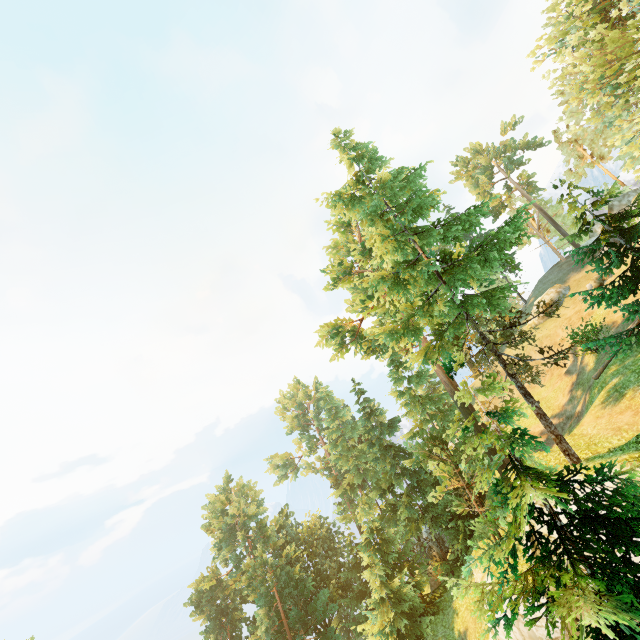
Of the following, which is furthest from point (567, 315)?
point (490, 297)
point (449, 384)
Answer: point (490, 297)

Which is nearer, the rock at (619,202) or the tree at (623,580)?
the tree at (623,580)

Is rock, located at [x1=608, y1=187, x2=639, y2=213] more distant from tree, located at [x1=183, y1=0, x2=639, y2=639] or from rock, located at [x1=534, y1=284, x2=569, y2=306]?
rock, located at [x1=534, y1=284, x2=569, y2=306]

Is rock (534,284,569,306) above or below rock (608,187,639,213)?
below

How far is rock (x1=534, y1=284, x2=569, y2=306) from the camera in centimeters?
3480cm

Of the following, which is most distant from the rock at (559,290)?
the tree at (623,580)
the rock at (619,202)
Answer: the rock at (619,202)

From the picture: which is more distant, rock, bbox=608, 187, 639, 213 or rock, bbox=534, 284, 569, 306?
rock, bbox=534, 284, 569, 306
